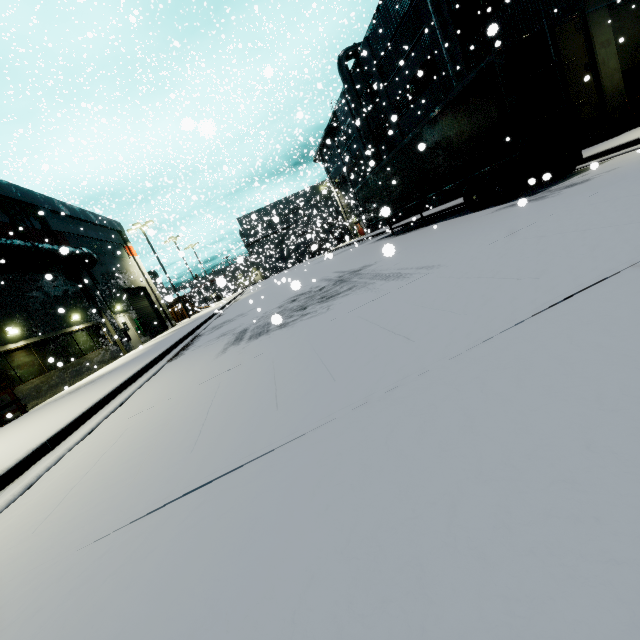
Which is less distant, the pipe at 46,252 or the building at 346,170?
the pipe at 46,252

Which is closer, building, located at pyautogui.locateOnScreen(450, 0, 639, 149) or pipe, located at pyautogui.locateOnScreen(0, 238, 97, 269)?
building, located at pyautogui.locateOnScreen(450, 0, 639, 149)

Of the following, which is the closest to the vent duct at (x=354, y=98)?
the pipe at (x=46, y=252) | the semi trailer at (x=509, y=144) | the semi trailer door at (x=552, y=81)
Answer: the semi trailer at (x=509, y=144)

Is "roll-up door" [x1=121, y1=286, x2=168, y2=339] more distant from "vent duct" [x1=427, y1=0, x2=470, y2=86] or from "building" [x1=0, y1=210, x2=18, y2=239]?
"vent duct" [x1=427, y1=0, x2=470, y2=86]

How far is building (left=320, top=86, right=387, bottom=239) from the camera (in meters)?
34.53

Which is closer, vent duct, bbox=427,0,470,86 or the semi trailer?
the semi trailer

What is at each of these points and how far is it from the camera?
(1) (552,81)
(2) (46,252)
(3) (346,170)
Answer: (1) semi trailer door, 8.35m
(2) pipe, 15.84m
(3) building, 43.00m
